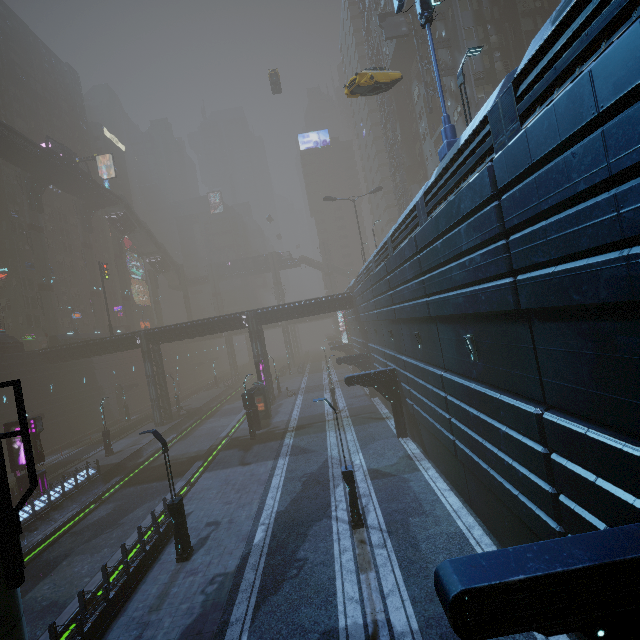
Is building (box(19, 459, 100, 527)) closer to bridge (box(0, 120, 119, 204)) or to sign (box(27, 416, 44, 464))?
sign (box(27, 416, 44, 464))

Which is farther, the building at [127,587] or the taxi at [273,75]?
the taxi at [273,75]

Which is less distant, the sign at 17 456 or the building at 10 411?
the sign at 17 456

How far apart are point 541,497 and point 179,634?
11.6m

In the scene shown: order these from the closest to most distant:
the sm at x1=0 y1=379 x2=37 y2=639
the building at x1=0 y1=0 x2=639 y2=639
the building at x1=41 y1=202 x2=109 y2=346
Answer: the building at x1=0 y1=0 x2=639 y2=639 < the sm at x1=0 y1=379 x2=37 y2=639 < the building at x1=41 y1=202 x2=109 y2=346

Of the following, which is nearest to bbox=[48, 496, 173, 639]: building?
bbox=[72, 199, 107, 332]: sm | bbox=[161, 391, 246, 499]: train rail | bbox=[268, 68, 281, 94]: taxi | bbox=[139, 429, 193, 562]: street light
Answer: bbox=[161, 391, 246, 499]: train rail

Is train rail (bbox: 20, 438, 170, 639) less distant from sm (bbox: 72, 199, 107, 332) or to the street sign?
the street sign

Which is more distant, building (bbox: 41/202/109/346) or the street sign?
building (bbox: 41/202/109/346)
